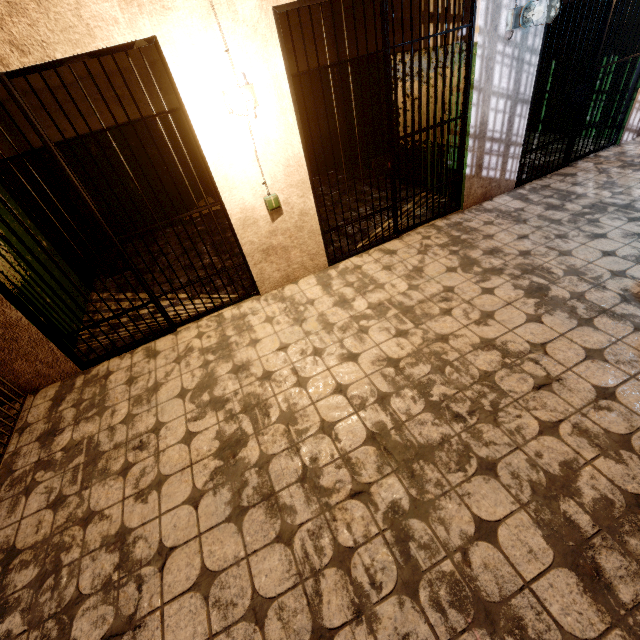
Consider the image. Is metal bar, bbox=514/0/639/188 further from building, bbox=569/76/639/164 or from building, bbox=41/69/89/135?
building, bbox=41/69/89/135

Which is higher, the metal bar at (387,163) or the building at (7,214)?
Answer: the building at (7,214)

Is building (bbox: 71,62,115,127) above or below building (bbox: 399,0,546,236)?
above

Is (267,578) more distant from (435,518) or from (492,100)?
(492,100)

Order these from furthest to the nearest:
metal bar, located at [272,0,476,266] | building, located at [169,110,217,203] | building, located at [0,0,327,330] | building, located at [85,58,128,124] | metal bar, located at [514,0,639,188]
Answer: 1. building, located at [169,110,217,203]
2. building, located at [85,58,128,124]
3. metal bar, located at [514,0,639,188]
4. metal bar, located at [272,0,476,266]
5. building, located at [0,0,327,330]

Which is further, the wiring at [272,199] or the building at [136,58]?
the building at [136,58]

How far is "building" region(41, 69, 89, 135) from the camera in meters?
4.6 m
